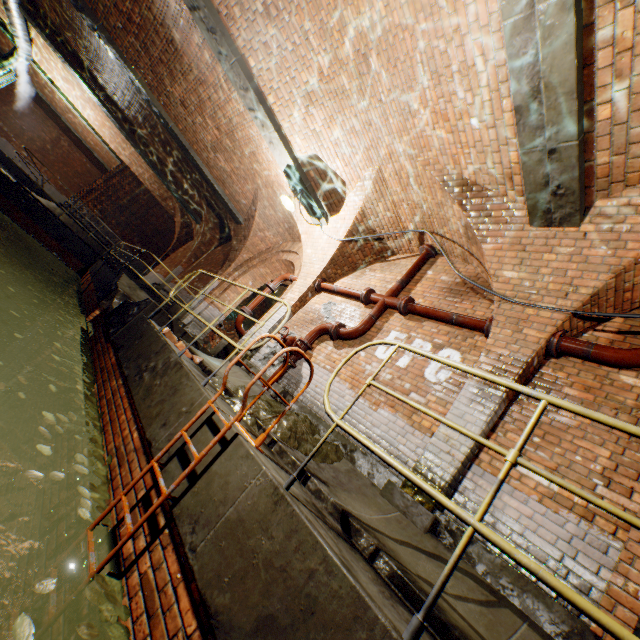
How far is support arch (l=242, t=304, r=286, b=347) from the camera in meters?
7.6

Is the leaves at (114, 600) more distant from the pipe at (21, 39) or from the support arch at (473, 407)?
the pipe at (21, 39)

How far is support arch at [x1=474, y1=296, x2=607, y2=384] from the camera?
4.0m

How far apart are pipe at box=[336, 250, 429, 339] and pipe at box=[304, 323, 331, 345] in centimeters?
18cm

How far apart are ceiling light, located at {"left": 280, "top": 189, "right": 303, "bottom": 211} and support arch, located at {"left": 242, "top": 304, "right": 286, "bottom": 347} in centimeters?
73cm

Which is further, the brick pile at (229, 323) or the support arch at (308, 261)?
the brick pile at (229, 323)

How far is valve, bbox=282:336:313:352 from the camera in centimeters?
624cm

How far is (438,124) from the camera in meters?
4.6 m
